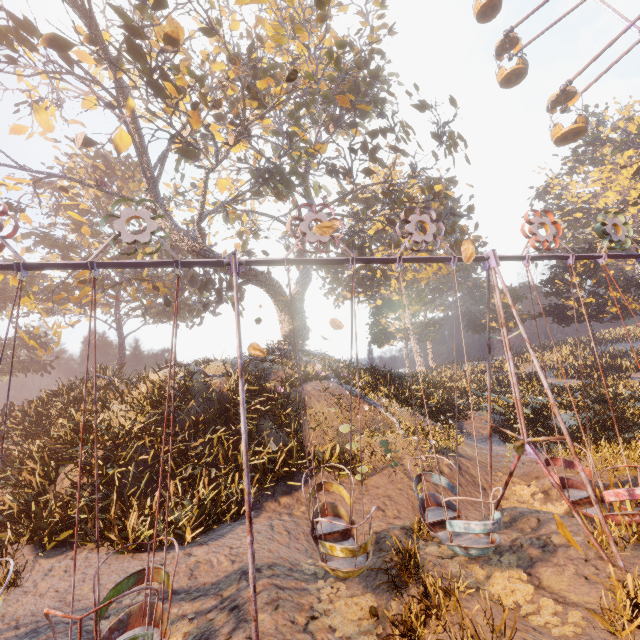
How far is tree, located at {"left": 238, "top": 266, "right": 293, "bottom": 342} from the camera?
18.7m

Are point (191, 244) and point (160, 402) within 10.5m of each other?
yes

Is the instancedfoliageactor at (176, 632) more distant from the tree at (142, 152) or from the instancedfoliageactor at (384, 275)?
the instancedfoliageactor at (384, 275)

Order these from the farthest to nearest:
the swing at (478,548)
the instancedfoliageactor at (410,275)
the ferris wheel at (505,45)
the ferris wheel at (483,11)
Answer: the ferris wheel at (483,11)
the ferris wheel at (505,45)
the instancedfoliageactor at (410,275)
the swing at (478,548)

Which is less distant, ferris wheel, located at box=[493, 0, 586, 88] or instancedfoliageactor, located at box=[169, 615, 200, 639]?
instancedfoliageactor, located at box=[169, 615, 200, 639]

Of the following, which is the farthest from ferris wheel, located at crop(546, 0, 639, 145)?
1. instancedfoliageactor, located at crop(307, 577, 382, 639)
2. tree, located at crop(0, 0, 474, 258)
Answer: instancedfoliageactor, located at crop(307, 577, 382, 639)

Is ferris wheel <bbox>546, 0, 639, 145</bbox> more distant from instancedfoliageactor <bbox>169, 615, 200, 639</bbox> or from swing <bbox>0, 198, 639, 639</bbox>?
instancedfoliageactor <bbox>169, 615, 200, 639</bbox>

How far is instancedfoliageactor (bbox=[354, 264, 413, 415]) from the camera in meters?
15.1 m
